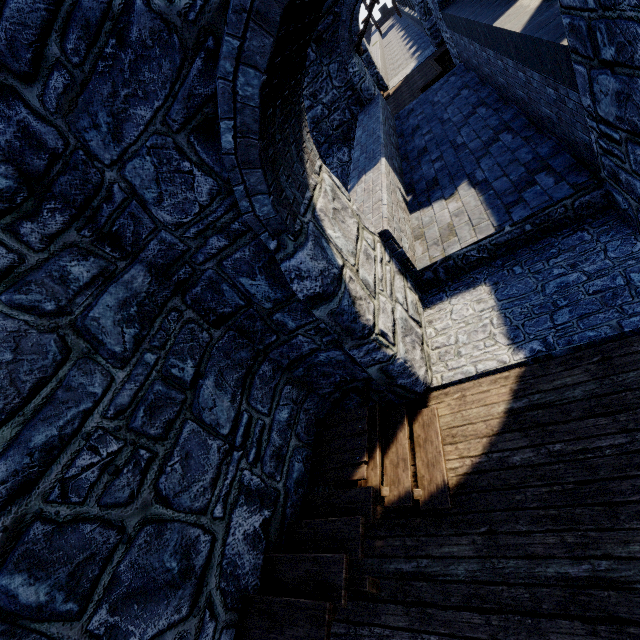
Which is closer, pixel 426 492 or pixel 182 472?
pixel 182 472
